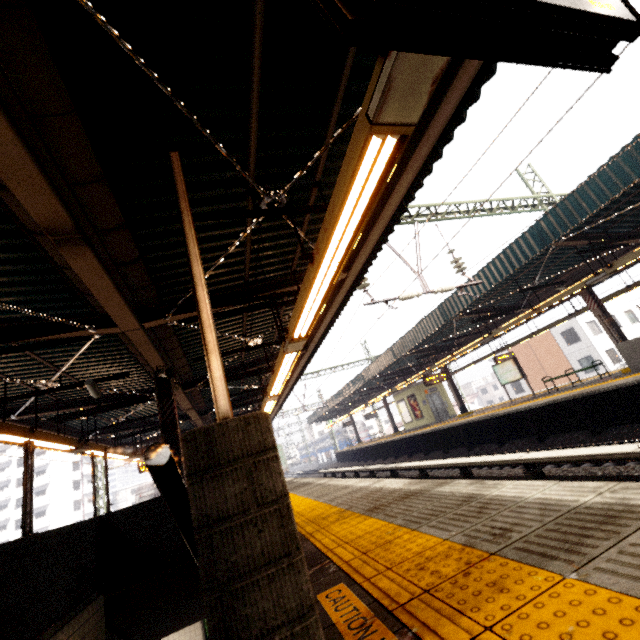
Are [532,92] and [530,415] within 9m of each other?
no

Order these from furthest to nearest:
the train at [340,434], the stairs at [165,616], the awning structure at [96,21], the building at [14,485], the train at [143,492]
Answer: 1. the train at [340,434]
2. the building at [14,485]
3. the train at [143,492]
4. the awning structure at [96,21]
5. the stairs at [165,616]

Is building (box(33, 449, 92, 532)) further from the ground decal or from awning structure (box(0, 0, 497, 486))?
the ground decal

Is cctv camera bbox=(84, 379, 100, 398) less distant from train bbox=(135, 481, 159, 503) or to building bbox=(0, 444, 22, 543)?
train bbox=(135, 481, 159, 503)

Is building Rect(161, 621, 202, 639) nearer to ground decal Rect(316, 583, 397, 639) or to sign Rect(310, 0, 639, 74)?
ground decal Rect(316, 583, 397, 639)

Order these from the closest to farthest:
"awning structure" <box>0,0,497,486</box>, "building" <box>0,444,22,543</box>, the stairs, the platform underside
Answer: the stairs
"awning structure" <box>0,0,497,486</box>
the platform underside
"building" <box>0,444,22,543</box>

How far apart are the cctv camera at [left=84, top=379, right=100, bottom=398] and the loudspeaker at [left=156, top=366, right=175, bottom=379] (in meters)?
1.23

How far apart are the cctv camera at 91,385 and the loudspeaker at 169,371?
1.23m
